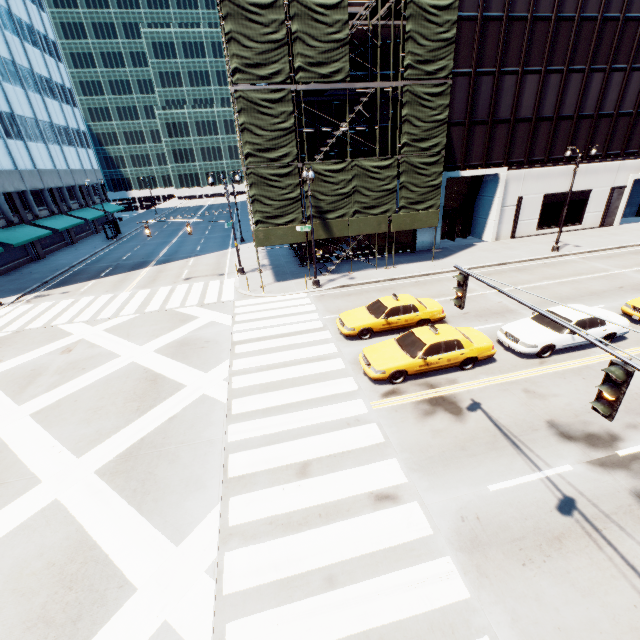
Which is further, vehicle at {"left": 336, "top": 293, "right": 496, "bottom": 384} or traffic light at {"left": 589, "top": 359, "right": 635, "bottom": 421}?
vehicle at {"left": 336, "top": 293, "right": 496, "bottom": 384}

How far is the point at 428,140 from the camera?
21.14m

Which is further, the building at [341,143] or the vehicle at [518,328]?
the building at [341,143]

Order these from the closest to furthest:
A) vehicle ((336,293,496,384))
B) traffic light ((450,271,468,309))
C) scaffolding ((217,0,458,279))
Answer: traffic light ((450,271,468,309))
vehicle ((336,293,496,384))
scaffolding ((217,0,458,279))

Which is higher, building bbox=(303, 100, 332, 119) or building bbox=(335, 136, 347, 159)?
building bbox=(303, 100, 332, 119)

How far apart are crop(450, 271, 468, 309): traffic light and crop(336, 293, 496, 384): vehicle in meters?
4.4

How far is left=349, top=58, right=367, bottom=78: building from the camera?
21.7 meters

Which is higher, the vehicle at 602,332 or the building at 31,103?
the building at 31,103
